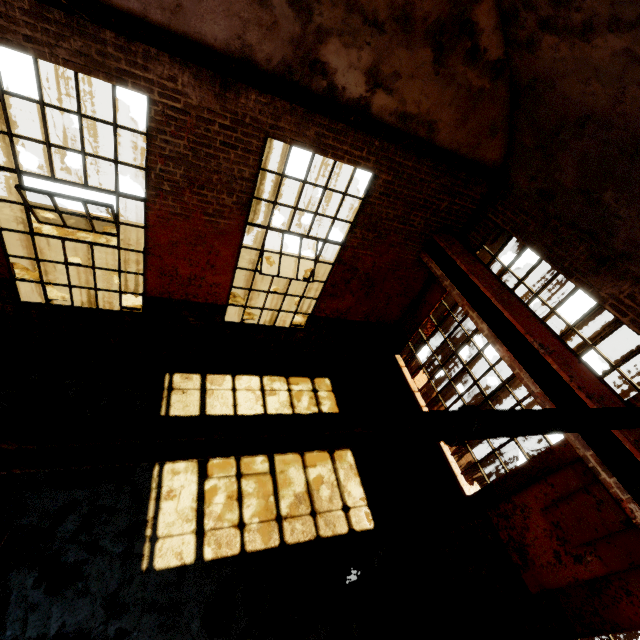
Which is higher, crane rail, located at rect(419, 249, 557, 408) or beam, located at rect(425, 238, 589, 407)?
beam, located at rect(425, 238, 589, 407)

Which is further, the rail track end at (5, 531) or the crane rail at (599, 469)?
the rail track end at (5, 531)

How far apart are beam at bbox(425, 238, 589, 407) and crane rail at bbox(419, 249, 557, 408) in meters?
0.0

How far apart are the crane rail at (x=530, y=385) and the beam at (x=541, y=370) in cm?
1

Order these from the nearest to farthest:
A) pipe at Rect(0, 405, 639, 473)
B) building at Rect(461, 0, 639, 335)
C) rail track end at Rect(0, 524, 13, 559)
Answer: pipe at Rect(0, 405, 639, 473)
building at Rect(461, 0, 639, 335)
rail track end at Rect(0, 524, 13, 559)

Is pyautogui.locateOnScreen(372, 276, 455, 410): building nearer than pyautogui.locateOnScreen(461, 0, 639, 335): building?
No

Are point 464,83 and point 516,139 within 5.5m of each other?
yes

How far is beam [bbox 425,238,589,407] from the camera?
3.8m
